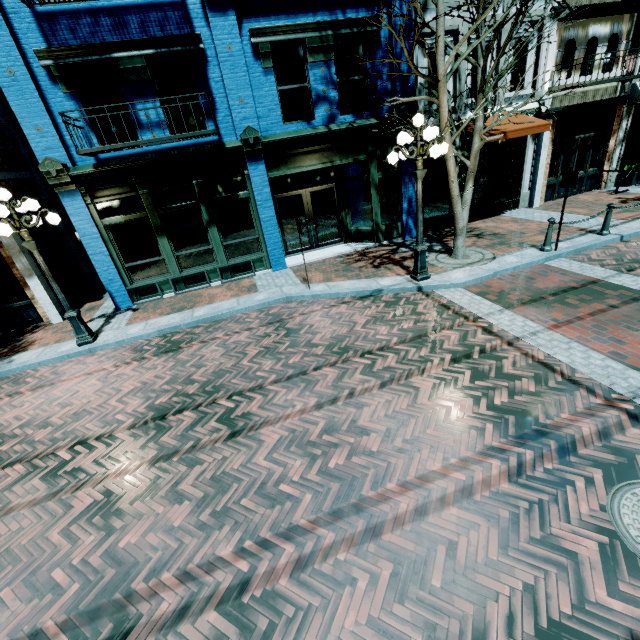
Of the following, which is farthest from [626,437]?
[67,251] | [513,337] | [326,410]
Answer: [67,251]

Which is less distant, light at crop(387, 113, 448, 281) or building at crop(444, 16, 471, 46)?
light at crop(387, 113, 448, 281)

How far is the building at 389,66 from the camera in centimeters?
955cm

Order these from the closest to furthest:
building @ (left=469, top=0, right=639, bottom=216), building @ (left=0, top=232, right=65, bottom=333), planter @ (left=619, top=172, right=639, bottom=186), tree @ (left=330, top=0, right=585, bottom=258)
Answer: tree @ (left=330, top=0, right=585, bottom=258), building @ (left=0, top=232, right=65, bottom=333), building @ (left=469, top=0, right=639, bottom=216), planter @ (left=619, top=172, right=639, bottom=186)

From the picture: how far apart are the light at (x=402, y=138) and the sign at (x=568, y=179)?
3.2m

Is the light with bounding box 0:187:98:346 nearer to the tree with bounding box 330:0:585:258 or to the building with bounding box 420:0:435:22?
the building with bounding box 420:0:435:22

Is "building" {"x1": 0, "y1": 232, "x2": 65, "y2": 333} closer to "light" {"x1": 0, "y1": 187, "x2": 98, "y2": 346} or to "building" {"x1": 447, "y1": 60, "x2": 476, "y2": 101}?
"building" {"x1": 447, "y1": 60, "x2": 476, "y2": 101}

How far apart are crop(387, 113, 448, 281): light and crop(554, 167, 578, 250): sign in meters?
3.2 m
